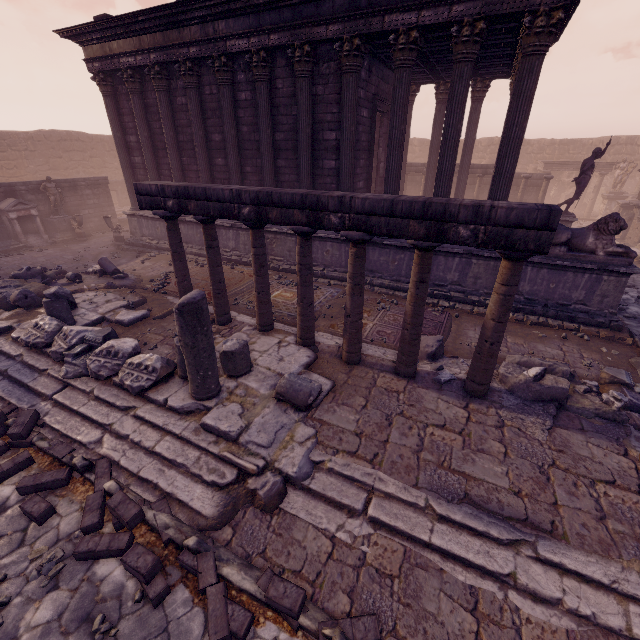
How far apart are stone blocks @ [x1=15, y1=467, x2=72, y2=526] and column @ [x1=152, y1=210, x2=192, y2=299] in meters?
3.8

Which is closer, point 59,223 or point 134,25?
point 134,25

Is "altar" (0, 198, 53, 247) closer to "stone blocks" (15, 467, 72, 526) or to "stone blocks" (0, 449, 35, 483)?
"stone blocks" (0, 449, 35, 483)

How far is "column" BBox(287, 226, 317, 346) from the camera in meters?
5.6 m

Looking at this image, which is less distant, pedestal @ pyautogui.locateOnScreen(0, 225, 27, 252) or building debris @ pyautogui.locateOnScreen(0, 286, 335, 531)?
building debris @ pyautogui.locateOnScreen(0, 286, 335, 531)

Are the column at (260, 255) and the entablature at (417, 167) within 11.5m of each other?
no

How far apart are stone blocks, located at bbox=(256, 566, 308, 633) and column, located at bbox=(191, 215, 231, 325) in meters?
5.7

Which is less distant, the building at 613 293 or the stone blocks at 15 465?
the stone blocks at 15 465
